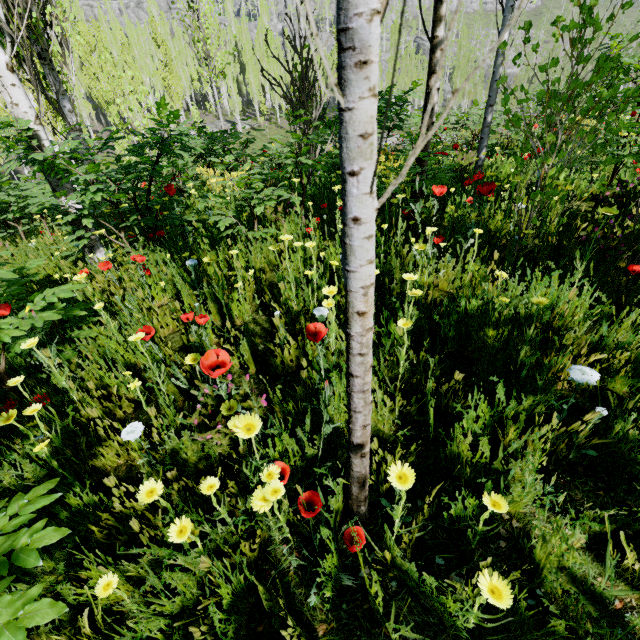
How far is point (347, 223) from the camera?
0.7m

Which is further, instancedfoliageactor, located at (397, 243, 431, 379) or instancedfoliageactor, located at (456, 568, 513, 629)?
instancedfoliageactor, located at (397, 243, 431, 379)

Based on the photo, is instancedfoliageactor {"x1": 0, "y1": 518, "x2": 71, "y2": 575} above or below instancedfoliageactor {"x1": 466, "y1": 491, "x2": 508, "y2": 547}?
above

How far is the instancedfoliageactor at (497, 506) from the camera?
1.0 meters

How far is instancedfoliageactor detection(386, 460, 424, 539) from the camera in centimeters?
93cm
